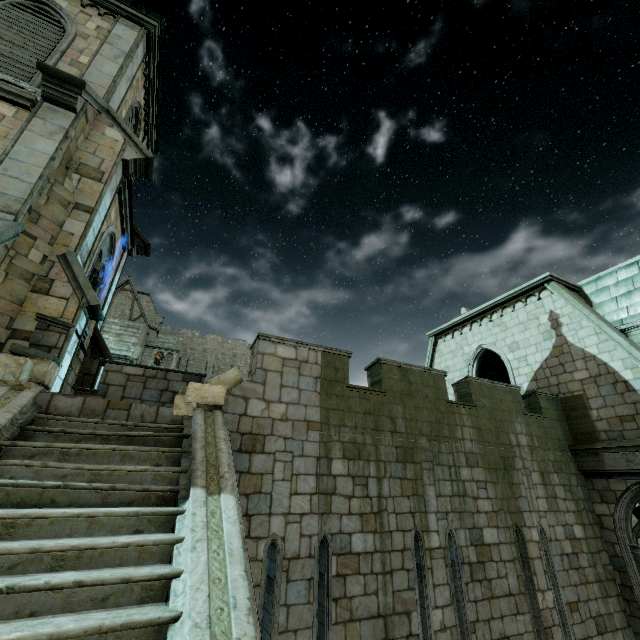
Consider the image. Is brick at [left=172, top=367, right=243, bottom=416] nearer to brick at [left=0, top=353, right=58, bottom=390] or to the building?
the building

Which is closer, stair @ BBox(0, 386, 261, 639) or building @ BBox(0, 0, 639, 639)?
stair @ BBox(0, 386, 261, 639)

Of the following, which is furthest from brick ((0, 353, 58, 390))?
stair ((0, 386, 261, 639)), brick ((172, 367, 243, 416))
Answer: brick ((172, 367, 243, 416))

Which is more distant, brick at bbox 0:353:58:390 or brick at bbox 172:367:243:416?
brick at bbox 172:367:243:416

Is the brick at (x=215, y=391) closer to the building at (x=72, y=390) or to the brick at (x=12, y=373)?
the building at (x=72, y=390)

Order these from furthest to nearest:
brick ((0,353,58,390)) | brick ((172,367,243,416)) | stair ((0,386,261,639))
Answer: brick ((172,367,243,416)) < brick ((0,353,58,390)) < stair ((0,386,261,639))

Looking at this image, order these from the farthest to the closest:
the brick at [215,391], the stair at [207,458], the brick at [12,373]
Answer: the brick at [215,391], the brick at [12,373], the stair at [207,458]

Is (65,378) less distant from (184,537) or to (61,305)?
(61,305)
